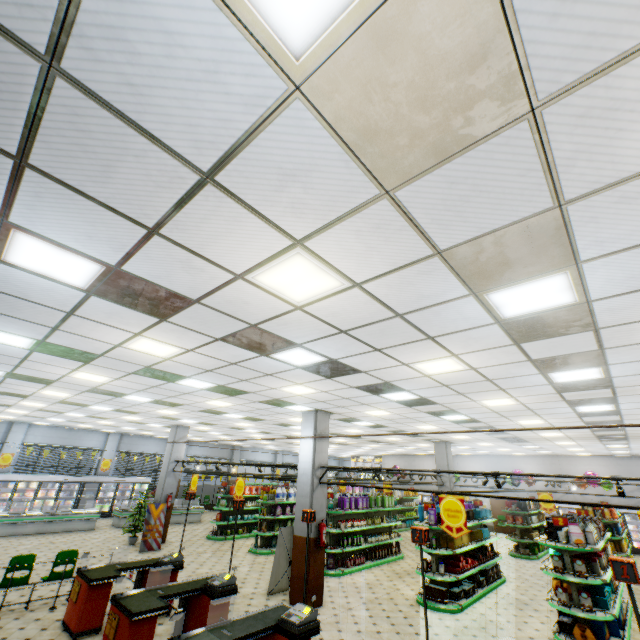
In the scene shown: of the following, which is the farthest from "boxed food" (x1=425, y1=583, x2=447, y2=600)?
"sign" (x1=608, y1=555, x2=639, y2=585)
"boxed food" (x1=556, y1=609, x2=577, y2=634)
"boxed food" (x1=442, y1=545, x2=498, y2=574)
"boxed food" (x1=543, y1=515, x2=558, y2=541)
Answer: "sign" (x1=608, y1=555, x2=639, y2=585)

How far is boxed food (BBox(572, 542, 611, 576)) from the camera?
7.3m

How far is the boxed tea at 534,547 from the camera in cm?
1510

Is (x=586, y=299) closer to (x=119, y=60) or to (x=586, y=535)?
(x=119, y=60)

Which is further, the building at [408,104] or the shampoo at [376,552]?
the shampoo at [376,552]

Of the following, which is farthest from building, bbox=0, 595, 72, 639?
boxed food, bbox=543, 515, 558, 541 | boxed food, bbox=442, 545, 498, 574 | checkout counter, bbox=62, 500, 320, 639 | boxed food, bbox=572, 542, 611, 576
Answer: boxed food, bbox=543, 515, 558, 541

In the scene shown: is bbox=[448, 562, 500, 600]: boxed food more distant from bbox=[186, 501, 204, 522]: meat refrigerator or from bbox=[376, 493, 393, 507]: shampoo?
bbox=[186, 501, 204, 522]: meat refrigerator

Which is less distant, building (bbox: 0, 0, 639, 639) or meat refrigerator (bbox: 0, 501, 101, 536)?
building (bbox: 0, 0, 639, 639)
